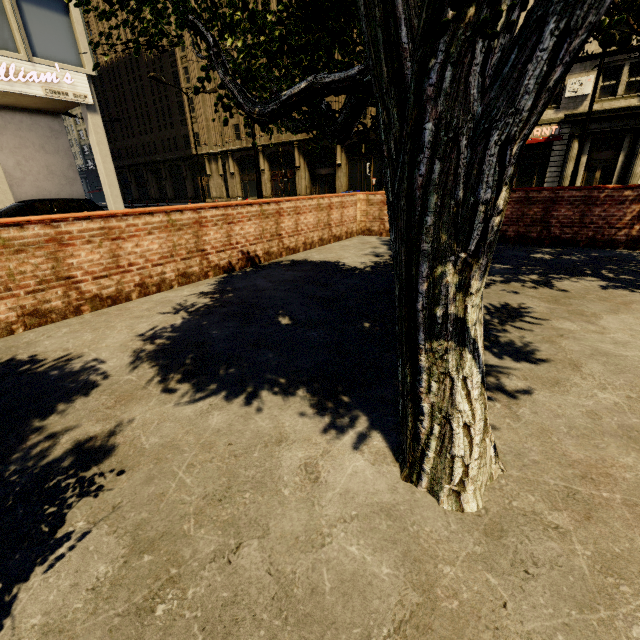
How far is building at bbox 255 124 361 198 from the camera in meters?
30.2 m

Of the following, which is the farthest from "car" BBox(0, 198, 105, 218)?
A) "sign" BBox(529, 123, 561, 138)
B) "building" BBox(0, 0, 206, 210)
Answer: "sign" BBox(529, 123, 561, 138)

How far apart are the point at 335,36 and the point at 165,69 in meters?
51.3

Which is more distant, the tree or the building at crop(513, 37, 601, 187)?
the building at crop(513, 37, 601, 187)

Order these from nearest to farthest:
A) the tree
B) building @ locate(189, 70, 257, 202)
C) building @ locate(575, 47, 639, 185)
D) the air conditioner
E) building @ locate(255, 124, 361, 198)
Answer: the tree
building @ locate(575, 47, 639, 185)
the air conditioner
building @ locate(255, 124, 361, 198)
building @ locate(189, 70, 257, 202)

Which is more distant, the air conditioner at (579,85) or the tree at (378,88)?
the air conditioner at (579,85)

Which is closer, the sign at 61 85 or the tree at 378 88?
the tree at 378 88
